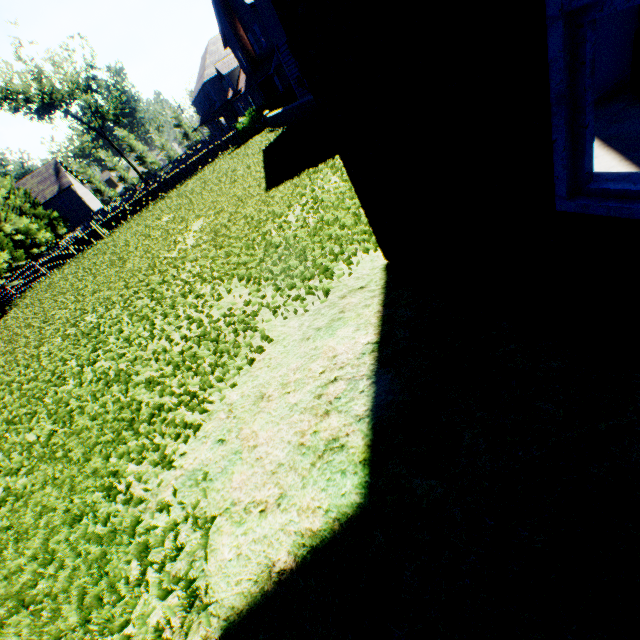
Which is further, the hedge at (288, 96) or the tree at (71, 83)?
the tree at (71, 83)

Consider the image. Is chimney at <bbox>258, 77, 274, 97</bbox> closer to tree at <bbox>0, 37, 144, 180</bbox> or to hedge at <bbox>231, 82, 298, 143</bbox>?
hedge at <bbox>231, 82, 298, 143</bbox>

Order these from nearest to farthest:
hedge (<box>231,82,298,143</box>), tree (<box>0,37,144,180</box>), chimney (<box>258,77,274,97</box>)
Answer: hedge (<box>231,82,298,143</box>)
chimney (<box>258,77,274,97</box>)
tree (<box>0,37,144,180</box>)

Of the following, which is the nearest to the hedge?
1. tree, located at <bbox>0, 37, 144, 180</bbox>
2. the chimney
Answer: the chimney

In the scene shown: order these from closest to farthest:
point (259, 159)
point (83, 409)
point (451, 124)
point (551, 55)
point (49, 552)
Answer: point (551, 55) < point (451, 124) < point (49, 552) < point (83, 409) < point (259, 159)

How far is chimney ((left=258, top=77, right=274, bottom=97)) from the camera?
30.13m

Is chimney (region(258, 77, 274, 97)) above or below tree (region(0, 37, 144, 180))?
below

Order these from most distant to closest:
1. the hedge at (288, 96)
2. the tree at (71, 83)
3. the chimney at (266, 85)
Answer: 1. the tree at (71, 83)
2. the chimney at (266, 85)
3. the hedge at (288, 96)
